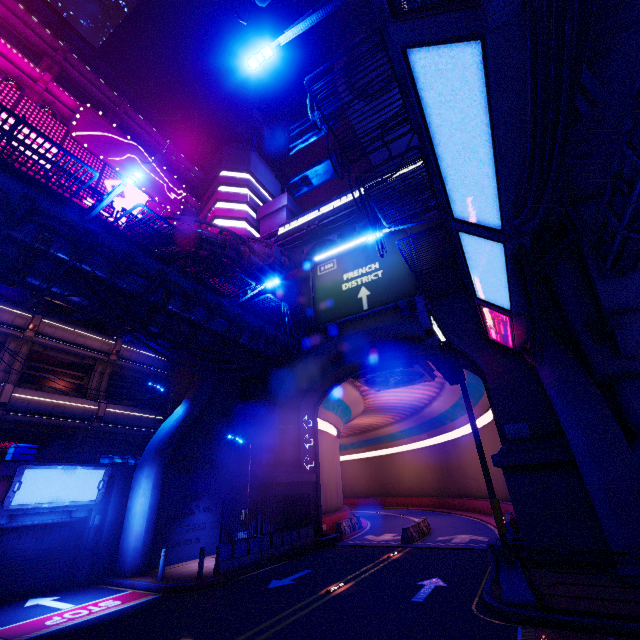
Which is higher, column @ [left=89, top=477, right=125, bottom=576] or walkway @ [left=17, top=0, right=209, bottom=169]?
walkway @ [left=17, top=0, right=209, bottom=169]

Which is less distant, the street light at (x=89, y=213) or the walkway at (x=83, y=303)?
the street light at (x=89, y=213)

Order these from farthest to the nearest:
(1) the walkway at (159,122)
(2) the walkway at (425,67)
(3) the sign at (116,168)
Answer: (1) the walkway at (159,122) < (3) the sign at (116,168) < (2) the walkway at (425,67)

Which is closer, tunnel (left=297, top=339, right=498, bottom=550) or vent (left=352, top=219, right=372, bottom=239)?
tunnel (left=297, top=339, right=498, bottom=550)

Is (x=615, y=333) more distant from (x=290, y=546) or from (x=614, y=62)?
(x=290, y=546)

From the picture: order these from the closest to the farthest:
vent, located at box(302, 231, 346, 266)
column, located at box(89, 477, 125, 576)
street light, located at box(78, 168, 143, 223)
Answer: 1. street light, located at box(78, 168, 143, 223)
2. column, located at box(89, 477, 125, 576)
3. vent, located at box(302, 231, 346, 266)

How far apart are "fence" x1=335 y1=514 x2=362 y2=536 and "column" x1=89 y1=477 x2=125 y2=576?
13.73m

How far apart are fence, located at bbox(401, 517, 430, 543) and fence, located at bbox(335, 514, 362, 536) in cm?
459
